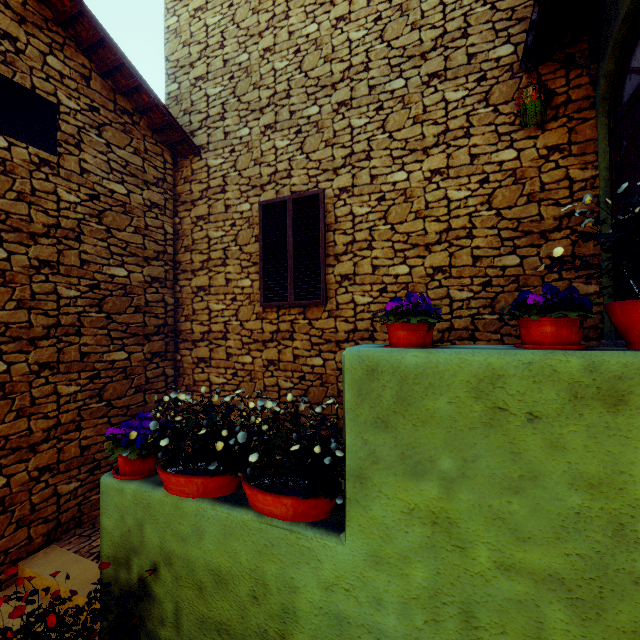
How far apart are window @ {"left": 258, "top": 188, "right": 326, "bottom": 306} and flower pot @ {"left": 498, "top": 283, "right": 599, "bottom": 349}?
3.15m

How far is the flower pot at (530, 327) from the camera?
1.3m

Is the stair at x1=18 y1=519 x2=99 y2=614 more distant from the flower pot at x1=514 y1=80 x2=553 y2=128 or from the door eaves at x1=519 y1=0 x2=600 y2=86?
the door eaves at x1=519 y1=0 x2=600 y2=86

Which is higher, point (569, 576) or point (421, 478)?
point (421, 478)

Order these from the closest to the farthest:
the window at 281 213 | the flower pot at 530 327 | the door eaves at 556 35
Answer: the flower pot at 530 327 → the door eaves at 556 35 → the window at 281 213

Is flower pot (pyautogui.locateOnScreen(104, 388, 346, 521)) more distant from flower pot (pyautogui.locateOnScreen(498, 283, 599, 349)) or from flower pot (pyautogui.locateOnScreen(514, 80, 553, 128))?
flower pot (pyautogui.locateOnScreen(514, 80, 553, 128))

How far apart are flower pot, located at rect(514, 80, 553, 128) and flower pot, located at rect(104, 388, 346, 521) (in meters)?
4.22

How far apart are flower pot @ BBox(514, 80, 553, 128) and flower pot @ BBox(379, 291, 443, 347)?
3.4m
